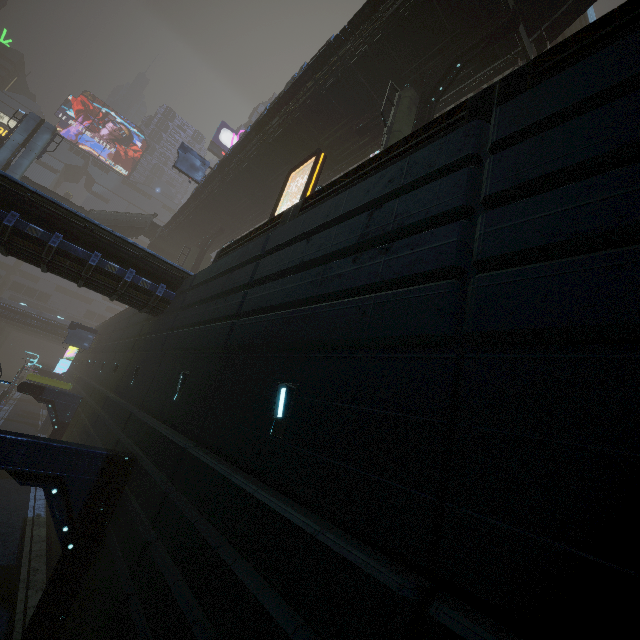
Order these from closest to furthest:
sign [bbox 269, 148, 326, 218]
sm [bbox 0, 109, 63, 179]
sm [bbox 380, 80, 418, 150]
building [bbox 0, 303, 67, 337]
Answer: sm [bbox 380, 80, 418, 150]
sign [bbox 269, 148, 326, 218]
sm [bbox 0, 109, 63, 179]
building [bbox 0, 303, 67, 337]

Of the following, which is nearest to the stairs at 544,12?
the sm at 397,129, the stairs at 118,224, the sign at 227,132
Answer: the sm at 397,129

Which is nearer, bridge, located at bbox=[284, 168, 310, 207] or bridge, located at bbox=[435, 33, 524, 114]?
bridge, located at bbox=[435, 33, 524, 114]

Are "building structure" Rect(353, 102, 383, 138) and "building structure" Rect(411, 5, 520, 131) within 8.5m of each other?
yes

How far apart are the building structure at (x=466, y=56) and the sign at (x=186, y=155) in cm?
2104

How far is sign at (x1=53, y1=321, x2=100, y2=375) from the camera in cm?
3172

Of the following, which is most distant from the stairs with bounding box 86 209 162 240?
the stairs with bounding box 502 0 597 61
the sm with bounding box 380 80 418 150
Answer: the stairs with bounding box 502 0 597 61

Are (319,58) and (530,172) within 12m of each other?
no
